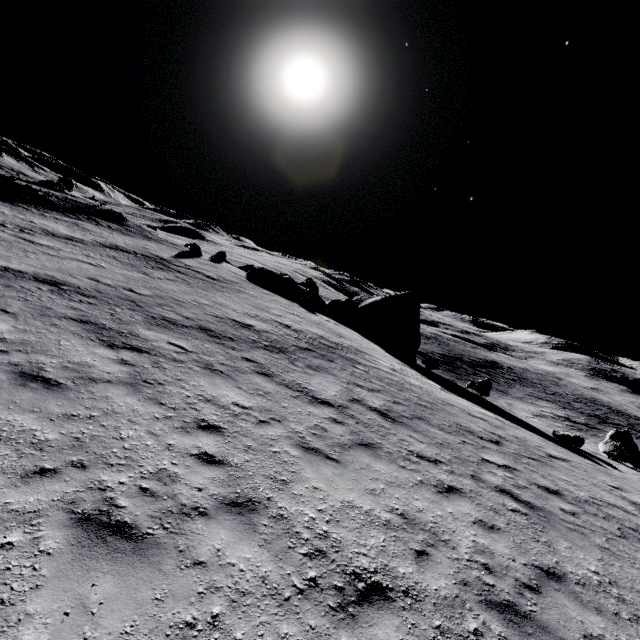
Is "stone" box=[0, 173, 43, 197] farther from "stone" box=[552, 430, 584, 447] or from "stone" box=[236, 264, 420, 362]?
"stone" box=[552, 430, 584, 447]

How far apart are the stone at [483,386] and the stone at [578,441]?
8.7m

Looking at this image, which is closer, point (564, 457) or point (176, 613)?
point (176, 613)

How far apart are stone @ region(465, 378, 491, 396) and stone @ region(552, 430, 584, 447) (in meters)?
8.71

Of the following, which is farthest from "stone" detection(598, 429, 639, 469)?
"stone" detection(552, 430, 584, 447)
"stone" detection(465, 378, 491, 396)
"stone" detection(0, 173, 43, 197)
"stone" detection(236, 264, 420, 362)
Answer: → "stone" detection(0, 173, 43, 197)

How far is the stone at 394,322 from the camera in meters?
30.6

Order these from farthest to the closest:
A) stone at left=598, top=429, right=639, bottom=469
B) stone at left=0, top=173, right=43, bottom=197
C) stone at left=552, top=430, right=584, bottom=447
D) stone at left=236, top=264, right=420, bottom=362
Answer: stone at left=0, top=173, right=43, bottom=197, stone at left=236, top=264, right=420, bottom=362, stone at left=598, top=429, right=639, bottom=469, stone at left=552, top=430, right=584, bottom=447
